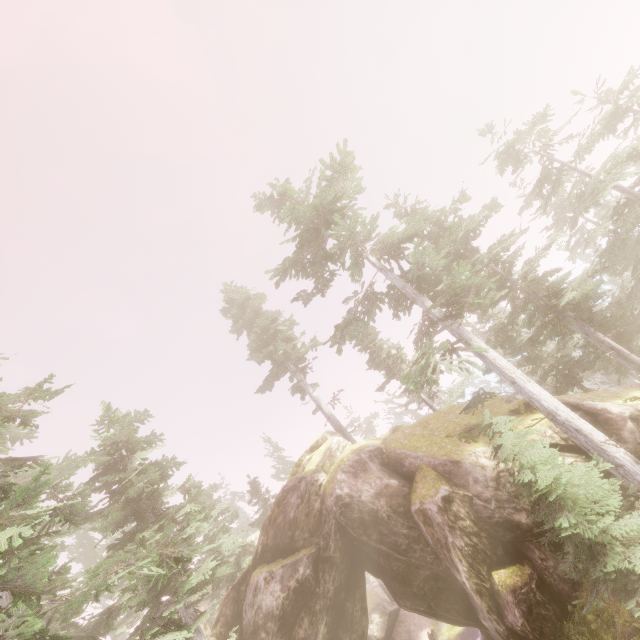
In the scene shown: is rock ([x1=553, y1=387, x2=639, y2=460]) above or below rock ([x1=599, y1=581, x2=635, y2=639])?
above

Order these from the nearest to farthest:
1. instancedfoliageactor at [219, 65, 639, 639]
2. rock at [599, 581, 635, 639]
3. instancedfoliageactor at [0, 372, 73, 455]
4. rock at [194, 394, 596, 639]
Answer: instancedfoliageactor at [0, 372, 73, 455]
rock at [599, 581, 635, 639]
instancedfoliageactor at [219, 65, 639, 639]
rock at [194, 394, 596, 639]

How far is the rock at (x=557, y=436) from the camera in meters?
13.3

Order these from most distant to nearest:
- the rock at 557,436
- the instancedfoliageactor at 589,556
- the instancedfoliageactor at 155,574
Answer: the rock at 557,436 < the instancedfoliageactor at 589,556 < the instancedfoliageactor at 155,574

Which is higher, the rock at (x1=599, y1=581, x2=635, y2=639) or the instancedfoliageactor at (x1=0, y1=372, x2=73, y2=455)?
the instancedfoliageactor at (x1=0, y1=372, x2=73, y2=455)

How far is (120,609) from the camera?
13.1 meters

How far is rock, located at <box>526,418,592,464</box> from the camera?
13.3m
